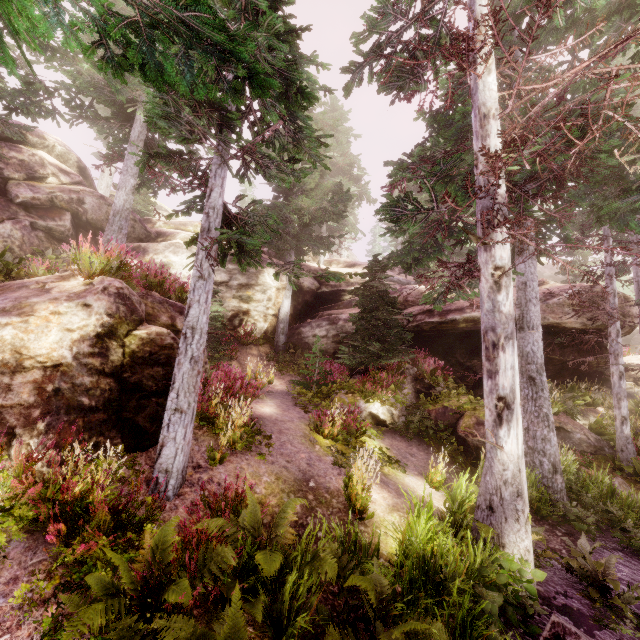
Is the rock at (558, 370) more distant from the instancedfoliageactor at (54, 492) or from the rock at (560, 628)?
the rock at (560, 628)

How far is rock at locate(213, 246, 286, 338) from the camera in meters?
17.2 m

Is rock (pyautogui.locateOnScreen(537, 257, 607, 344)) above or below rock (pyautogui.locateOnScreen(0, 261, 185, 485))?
above

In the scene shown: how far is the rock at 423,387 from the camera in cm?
1273

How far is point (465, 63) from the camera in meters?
7.2 m

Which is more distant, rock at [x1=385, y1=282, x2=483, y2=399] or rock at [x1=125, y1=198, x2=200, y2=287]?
rock at [x1=125, y1=198, x2=200, y2=287]

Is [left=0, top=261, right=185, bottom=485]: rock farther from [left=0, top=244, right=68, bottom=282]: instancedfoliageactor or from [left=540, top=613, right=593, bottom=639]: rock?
[left=540, top=613, right=593, bottom=639]: rock
